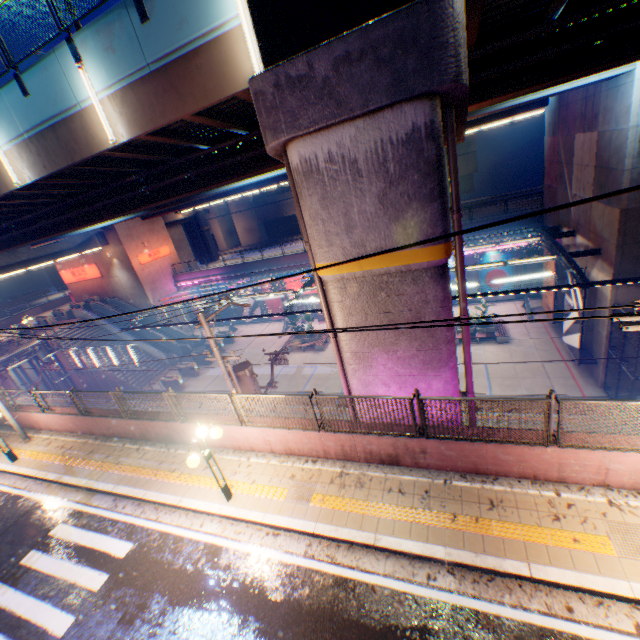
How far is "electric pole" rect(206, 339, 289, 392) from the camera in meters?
11.6

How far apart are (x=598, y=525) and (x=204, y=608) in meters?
7.8 m

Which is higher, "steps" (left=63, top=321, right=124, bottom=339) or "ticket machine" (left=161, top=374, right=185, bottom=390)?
"steps" (left=63, top=321, right=124, bottom=339)

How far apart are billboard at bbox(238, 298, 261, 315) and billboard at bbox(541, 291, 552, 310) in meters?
26.2 m

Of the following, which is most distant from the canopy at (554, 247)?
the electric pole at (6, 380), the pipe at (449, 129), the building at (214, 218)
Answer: the building at (214, 218)

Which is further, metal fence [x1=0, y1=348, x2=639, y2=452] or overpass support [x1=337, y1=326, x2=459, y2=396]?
overpass support [x1=337, y1=326, x2=459, y2=396]

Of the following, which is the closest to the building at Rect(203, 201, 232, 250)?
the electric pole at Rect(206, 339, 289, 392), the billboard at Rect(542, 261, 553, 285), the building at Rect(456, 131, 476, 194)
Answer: the building at Rect(456, 131, 476, 194)

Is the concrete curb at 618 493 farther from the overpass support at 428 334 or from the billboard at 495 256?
→ the billboard at 495 256
